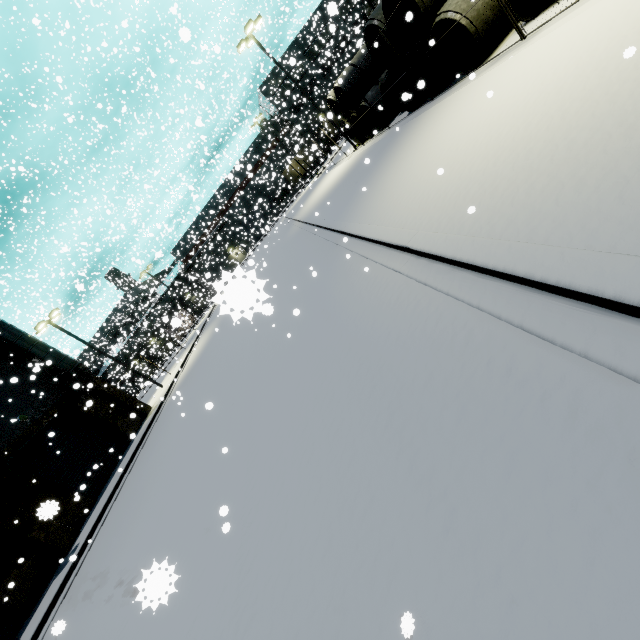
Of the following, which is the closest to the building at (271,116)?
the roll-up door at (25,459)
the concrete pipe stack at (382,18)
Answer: the roll-up door at (25,459)

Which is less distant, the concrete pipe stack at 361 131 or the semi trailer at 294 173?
the concrete pipe stack at 361 131

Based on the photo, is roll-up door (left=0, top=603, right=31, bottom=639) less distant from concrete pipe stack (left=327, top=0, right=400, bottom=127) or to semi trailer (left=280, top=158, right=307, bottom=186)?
concrete pipe stack (left=327, top=0, right=400, bottom=127)

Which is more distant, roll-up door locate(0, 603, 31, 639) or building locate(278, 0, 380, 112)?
building locate(278, 0, 380, 112)

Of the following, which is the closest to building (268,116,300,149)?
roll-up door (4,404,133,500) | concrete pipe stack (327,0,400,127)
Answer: roll-up door (4,404,133,500)

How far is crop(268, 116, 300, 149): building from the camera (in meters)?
39.21

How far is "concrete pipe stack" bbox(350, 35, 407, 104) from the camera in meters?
13.2 m

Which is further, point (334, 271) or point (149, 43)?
point (149, 43)
